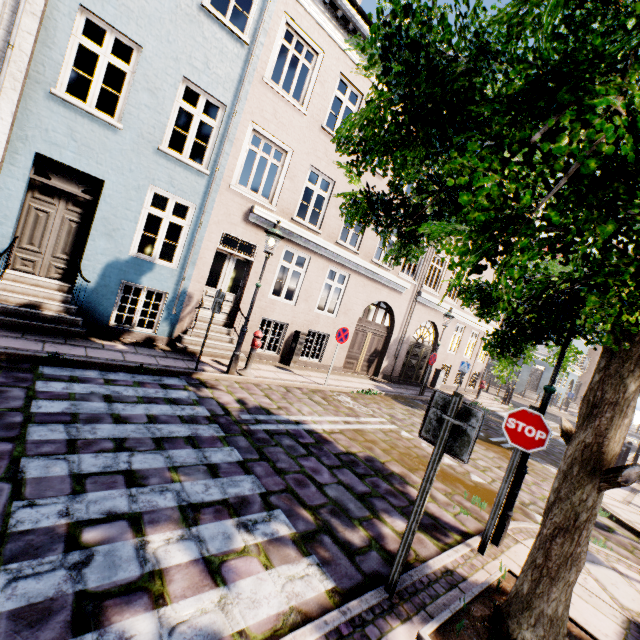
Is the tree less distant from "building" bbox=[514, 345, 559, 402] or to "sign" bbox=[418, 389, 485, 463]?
"sign" bbox=[418, 389, 485, 463]

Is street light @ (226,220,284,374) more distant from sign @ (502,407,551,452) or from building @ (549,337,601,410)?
sign @ (502,407,551,452)

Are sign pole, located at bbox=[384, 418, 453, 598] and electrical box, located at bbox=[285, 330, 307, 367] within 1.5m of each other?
no

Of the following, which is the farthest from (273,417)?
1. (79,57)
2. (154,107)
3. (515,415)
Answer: (79,57)

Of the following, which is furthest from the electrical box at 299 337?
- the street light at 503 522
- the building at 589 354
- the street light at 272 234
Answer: the street light at 503 522

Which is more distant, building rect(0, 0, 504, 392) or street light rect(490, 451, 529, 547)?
building rect(0, 0, 504, 392)

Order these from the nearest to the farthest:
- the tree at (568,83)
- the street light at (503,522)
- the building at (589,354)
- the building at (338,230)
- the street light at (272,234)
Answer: the tree at (568,83)
the street light at (503,522)
the building at (338,230)
the street light at (272,234)
the building at (589,354)

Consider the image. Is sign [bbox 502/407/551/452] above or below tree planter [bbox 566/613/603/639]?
above
